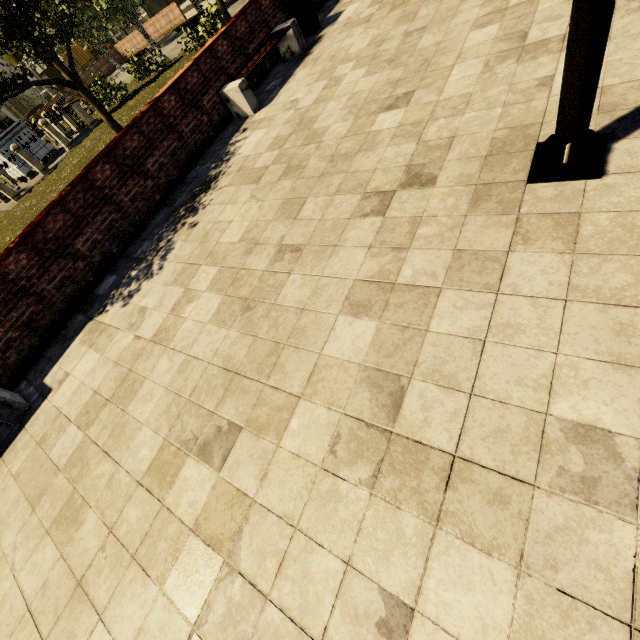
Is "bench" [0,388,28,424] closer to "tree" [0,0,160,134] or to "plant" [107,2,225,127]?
"tree" [0,0,160,134]

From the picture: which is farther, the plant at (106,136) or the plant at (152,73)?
the plant at (152,73)

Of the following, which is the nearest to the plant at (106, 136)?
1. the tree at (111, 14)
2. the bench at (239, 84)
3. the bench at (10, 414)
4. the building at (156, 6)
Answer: the tree at (111, 14)

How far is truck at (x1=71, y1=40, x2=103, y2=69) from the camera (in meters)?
38.94

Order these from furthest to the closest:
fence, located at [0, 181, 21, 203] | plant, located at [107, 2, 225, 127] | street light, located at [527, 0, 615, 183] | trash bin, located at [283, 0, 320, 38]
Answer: fence, located at [0, 181, 21, 203], plant, located at [107, 2, 225, 127], trash bin, located at [283, 0, 320, 38], street light, located at [527, 0, 615, 183]

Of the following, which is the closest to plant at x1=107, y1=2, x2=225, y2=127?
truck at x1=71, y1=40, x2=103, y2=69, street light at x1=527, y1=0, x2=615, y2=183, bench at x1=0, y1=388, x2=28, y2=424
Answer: bench at x1=0, y1=388, x2=28, y2=424

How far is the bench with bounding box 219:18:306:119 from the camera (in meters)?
6.66

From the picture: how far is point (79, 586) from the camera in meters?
2.7
